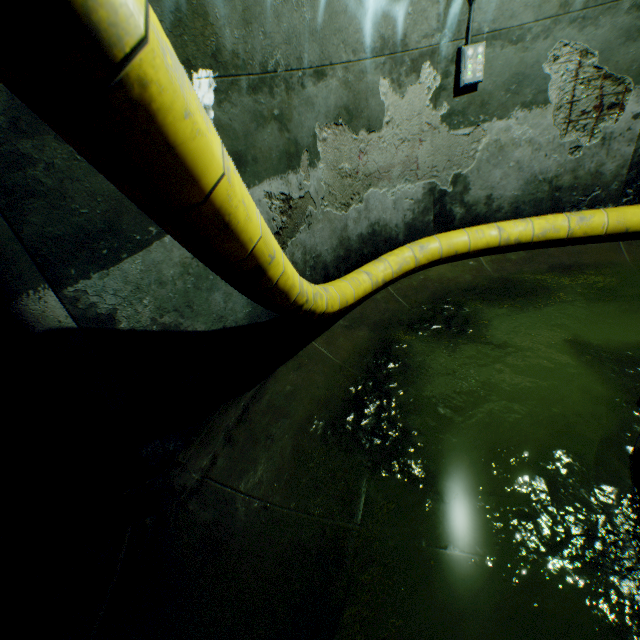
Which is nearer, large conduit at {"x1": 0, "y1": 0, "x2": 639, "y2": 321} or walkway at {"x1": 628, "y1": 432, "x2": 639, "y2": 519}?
large conduit at {"x1": 0, "y1": 0, "x2": 639, "y2": 321}

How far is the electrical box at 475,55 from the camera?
3.84m

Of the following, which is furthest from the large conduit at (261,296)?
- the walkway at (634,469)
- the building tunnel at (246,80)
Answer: the walkway at (634,469)

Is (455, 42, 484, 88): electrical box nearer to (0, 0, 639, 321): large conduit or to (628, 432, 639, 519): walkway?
(0, 0, 639, 321): large conduit

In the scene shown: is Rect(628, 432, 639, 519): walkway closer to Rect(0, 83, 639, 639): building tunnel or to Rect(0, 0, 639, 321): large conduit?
Rect(0, 83, 639, 639): building tunnel

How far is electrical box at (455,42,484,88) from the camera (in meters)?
3.84

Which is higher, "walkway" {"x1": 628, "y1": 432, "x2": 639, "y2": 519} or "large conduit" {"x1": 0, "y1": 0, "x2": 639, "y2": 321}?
"large conduit" {"x1": 0, "y1": 0, "x2": 639, "y2": 321}

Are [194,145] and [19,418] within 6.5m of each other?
yes
